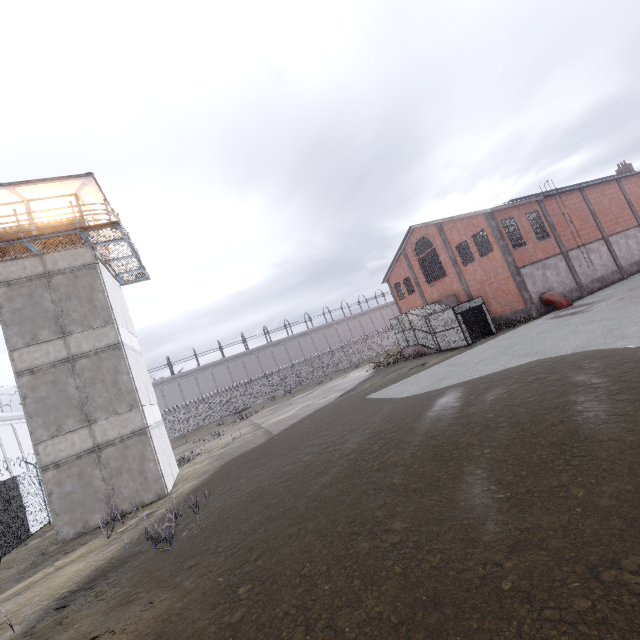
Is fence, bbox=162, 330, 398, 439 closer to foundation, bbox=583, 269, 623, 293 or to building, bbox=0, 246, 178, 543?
building, bbox=0, 246, 178, 543

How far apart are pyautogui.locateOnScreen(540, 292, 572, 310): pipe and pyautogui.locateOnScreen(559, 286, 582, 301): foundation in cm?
5

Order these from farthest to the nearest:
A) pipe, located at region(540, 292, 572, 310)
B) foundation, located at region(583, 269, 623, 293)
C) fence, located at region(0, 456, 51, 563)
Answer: foundation, located at region(583, 269, 623, 293)
pipe, located at region(540, 292, 572, 310)
fence, located at region(0, 456, 51, 563)

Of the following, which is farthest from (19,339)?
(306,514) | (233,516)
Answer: (306,514)

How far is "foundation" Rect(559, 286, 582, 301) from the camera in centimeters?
2569cm

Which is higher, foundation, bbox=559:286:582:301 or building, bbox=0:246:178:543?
building, bbox=0:246:178:543

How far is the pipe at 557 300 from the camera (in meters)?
23.31

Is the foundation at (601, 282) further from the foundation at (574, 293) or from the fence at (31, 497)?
the fence at (31, 497)
